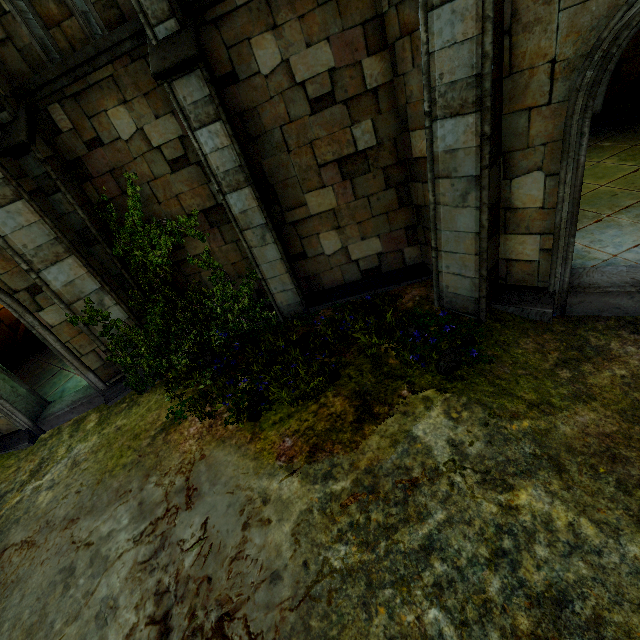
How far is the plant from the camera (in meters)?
5.61

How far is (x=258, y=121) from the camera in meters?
6.0 m

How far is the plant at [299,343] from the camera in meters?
5.6
